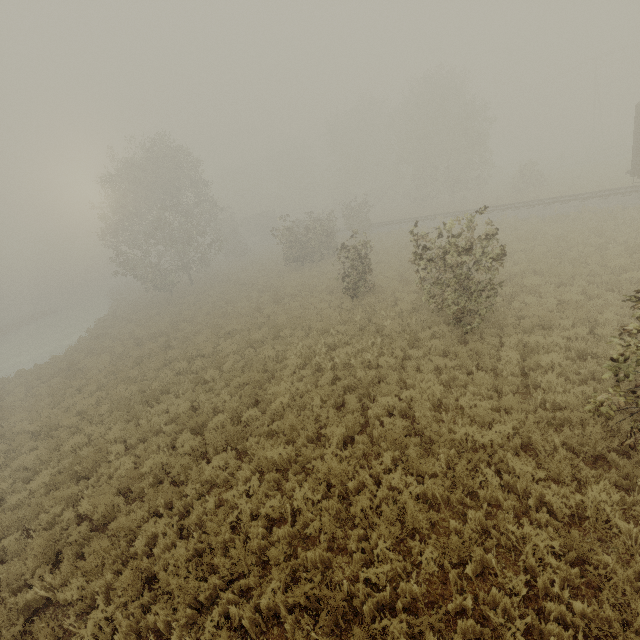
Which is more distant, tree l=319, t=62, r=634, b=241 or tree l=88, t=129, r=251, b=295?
tree l=319, t=62, r=634, b=241

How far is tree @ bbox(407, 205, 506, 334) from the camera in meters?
9.2 m

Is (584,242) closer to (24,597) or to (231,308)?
(231,308)

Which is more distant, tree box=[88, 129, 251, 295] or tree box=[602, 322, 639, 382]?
tree box=[88, 129, 251, 295]

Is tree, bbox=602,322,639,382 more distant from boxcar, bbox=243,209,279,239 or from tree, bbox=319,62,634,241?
boxcar, bbox=243,209,279,239

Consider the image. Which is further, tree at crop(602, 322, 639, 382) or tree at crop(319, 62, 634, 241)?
tree at crop(319, 62, 634, 241)

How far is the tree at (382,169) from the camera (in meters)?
33.53

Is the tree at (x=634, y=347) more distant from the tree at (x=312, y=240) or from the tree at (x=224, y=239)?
the tree at (x=224, y=239)
